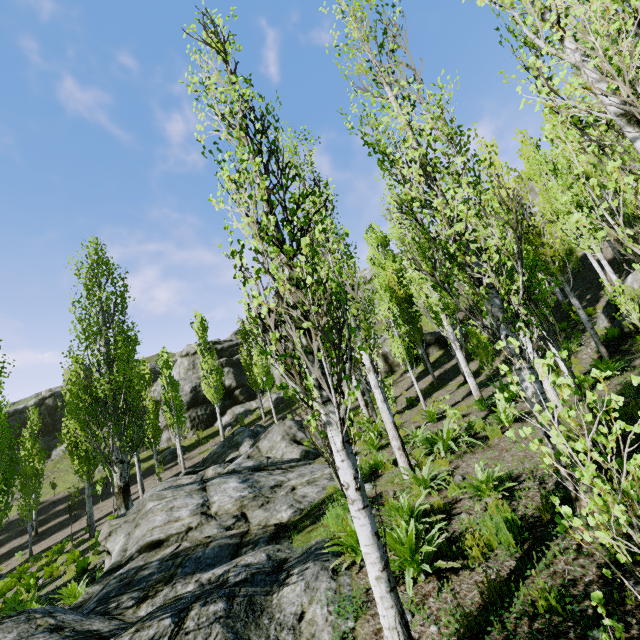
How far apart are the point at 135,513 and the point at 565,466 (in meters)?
11.32

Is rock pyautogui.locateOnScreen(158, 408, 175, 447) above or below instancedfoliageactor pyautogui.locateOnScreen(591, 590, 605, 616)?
above

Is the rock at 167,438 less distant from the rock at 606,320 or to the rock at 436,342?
the rock at 436,342

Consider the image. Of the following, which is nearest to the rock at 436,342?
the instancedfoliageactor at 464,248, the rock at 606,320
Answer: the instancedfoliageactor at 464,248

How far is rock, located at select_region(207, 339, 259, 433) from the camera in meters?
34.8

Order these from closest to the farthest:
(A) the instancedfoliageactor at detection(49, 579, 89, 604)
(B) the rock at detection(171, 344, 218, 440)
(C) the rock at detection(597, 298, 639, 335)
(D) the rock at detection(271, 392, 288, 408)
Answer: (A) the instancedfoliageactor at detection(49, 579, 89, 604)
(C) the rock at detection(597, 298, 639, 335)
(D) the rock at detection(271, 392, 288, 408)
(B) the rock at detection(171, 344, 218, 440)

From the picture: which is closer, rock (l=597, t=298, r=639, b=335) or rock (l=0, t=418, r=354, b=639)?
rock (l=0, t=418, r=354, b=639)
